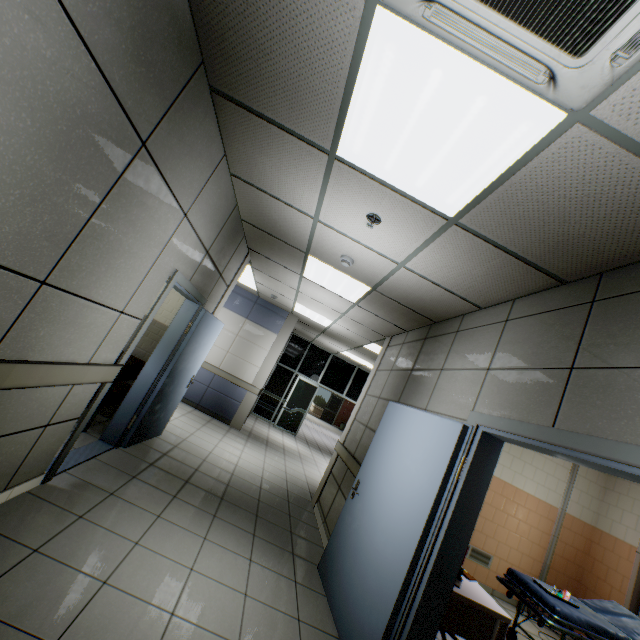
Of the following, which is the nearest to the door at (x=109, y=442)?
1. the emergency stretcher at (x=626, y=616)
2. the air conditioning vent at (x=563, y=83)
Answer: the air conditioning vent at (x=563, y=83)

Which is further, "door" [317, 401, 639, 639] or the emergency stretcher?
the emergency stretcher

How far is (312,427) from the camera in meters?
16.7

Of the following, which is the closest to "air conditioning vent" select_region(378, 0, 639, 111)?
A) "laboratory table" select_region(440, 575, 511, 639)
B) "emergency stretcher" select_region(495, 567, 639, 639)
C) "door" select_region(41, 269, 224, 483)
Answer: "door" select_region(41, 269, 224, 483)

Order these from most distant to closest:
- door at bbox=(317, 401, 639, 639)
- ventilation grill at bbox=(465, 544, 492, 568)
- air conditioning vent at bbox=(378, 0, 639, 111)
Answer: ventilation grill at bbox=(465, 544, 492, 568) < door at bbox=(317, 401, 639, 639) < air conditioning vent at bbox=(378, 0, 639, 111)

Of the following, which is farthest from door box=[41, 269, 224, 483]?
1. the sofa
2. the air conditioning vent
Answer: the air conditioning vent

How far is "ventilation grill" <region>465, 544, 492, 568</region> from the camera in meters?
5.7 m

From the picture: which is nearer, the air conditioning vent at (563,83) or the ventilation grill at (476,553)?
the air conditioning vent at (563,83)
